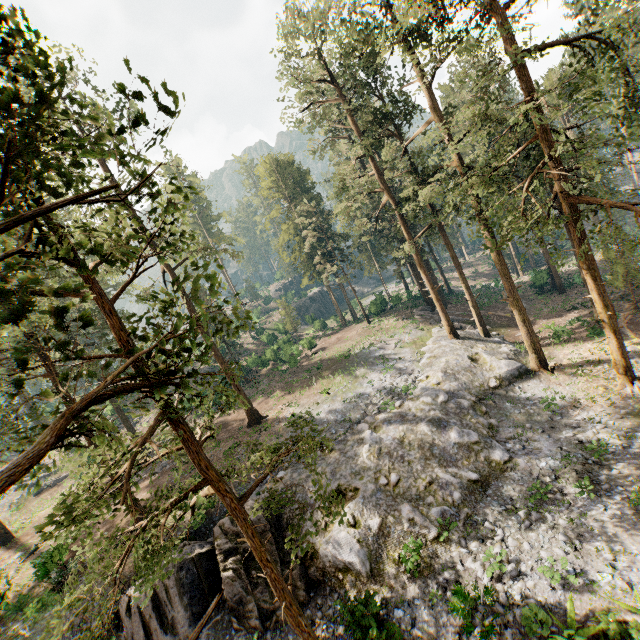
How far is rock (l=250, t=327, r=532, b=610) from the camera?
15.1m

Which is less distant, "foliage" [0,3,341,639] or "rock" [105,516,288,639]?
"foliage" [0,3,341,639]

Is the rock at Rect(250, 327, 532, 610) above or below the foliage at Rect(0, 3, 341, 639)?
below

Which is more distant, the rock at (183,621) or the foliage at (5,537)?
the foliage at (5,537)

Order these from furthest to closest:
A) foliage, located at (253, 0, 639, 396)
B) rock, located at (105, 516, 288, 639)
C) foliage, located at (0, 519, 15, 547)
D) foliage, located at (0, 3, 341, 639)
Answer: foliage, located at (0, 519, 15, 547)
foliage, located at (253, 0, 639, 396)
rock, located at (105, 516, 288, 639)
foliage, located at (0, 3, 341, 639)

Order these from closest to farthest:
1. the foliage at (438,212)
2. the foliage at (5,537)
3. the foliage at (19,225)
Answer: the foliage at (19,225), the foliage at (438,212), the foliage at (5,537)

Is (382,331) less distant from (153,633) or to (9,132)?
(153,633)
